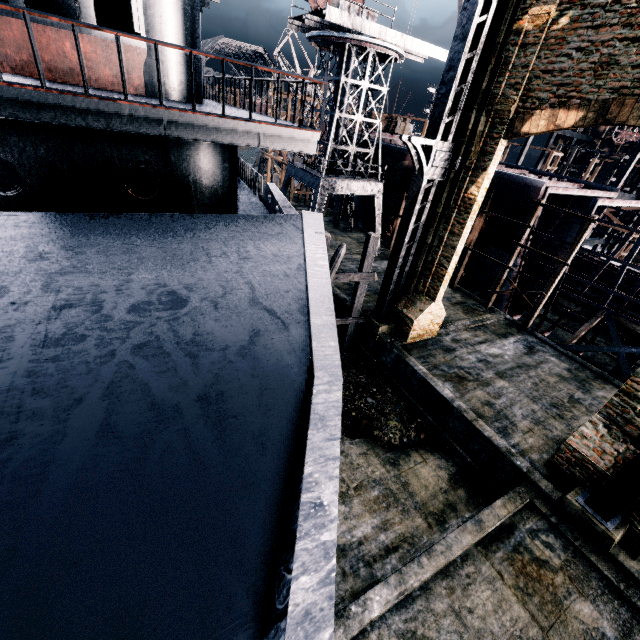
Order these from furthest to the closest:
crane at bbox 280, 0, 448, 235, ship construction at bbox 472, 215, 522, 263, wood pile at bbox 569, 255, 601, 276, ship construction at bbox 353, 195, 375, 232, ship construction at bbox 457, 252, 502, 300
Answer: ship construction at bbox 353, 195, 375, 232 → wood pile at bbox 569, 255, 601, 276 → ship construction at bbox 457, 252, 502, 300 → ship construction at bbox 472, 215, 522, 263 → crane at bbox 280, 0, 448, 235

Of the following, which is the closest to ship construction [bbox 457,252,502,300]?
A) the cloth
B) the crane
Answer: the cloth

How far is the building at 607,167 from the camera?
50.59m

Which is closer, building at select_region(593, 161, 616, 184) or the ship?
the ship

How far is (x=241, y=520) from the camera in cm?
196

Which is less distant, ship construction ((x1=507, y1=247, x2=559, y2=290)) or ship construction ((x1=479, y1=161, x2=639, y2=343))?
ship construction ((x1=479, y1=161, x2=639, y2=343))

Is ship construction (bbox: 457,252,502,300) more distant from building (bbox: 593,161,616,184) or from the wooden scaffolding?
building (bbox: 593,161,616,184)

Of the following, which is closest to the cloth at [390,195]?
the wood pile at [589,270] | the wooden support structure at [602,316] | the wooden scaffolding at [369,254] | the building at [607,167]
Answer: the wooden scaffolding at [369,254]
